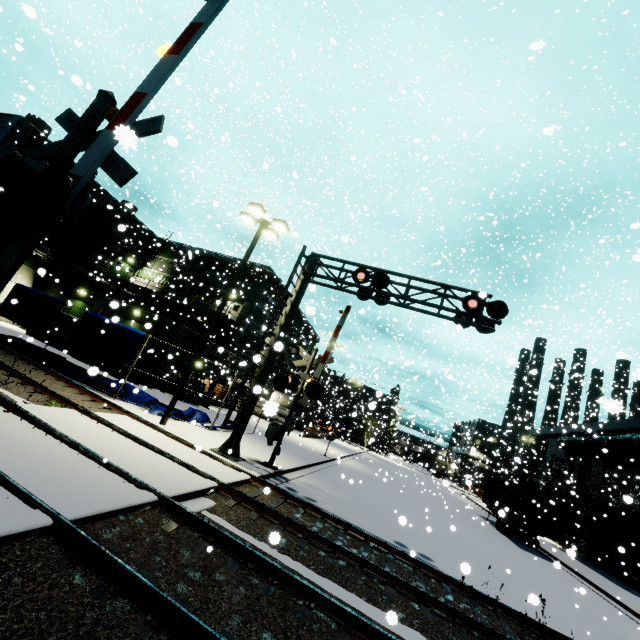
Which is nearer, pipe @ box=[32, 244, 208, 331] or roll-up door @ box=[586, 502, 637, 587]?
roll-up door @ box=[586, 502, 637, 587]

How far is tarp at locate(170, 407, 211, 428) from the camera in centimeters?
1552cm

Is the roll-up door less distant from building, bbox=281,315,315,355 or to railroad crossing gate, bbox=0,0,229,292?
building, bbox=281,315,315,355

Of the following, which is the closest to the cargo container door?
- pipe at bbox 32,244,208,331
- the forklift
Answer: pipe at bbox 32,244,208,331

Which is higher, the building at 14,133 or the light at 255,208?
the building at 14,133

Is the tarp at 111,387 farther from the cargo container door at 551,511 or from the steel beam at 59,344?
the cargo container door at 551,511

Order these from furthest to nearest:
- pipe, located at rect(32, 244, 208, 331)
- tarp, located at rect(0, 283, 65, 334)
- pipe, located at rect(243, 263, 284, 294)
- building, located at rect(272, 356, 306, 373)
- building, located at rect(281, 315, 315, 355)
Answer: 1. building, located at rect(281, 315, 315, 355)
2. building, located at rect(272, 356, 306, 373)
3. pipe, located at rect(243, 263, 284, 294)
4. pipe, located at rect(32, 244, 208, 331)
5. tarp, located at rect(0, 283, 65, 334)

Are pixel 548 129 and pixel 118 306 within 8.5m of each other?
yes
